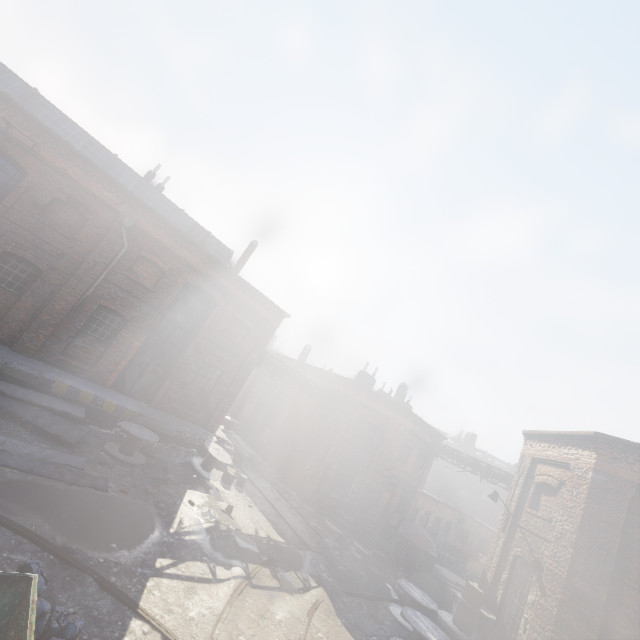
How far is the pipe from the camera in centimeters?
1950cm

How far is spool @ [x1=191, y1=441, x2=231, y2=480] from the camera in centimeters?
1408cm

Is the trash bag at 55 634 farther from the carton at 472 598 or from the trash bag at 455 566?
the trash bag at 455 566

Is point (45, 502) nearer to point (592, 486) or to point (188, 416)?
point (188, 416)

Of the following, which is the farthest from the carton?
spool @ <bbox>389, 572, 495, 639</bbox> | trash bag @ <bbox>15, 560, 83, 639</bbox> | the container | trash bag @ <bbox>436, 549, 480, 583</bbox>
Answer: trash bag @ <bbox>436, 549, 480, 583</bbox>

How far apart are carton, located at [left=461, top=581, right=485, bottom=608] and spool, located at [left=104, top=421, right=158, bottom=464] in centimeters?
1205cm

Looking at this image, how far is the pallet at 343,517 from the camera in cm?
1886

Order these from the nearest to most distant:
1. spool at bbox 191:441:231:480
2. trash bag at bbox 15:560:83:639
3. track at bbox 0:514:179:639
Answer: trash bag at bbox 15:560:83:639, track at bbox 0:514:179:639, spool at bbox 191:441:231:480
